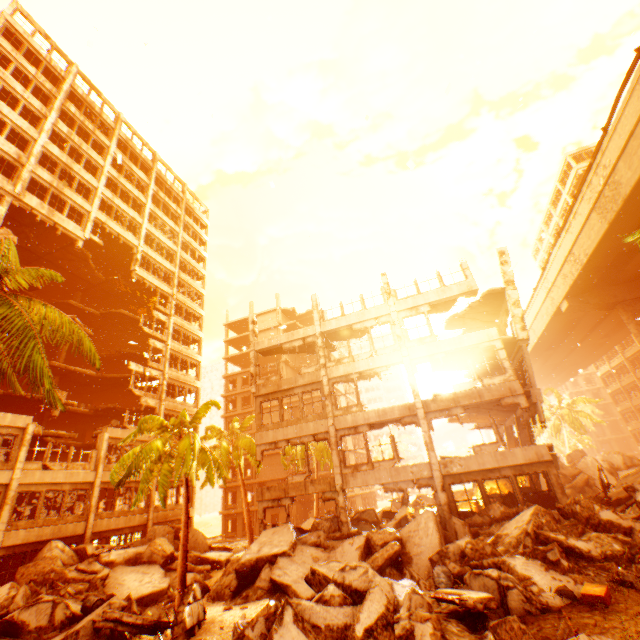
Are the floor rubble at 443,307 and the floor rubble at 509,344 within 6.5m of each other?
yes

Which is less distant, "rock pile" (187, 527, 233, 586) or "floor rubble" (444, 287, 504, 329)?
"rock pile" (187, 527, 233, 586)

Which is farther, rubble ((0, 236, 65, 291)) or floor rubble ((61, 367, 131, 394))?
floor rubble ((61, 367, 131, 394))

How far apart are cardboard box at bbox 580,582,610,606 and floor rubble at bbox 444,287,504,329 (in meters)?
13.66

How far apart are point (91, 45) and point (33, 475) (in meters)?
23.57

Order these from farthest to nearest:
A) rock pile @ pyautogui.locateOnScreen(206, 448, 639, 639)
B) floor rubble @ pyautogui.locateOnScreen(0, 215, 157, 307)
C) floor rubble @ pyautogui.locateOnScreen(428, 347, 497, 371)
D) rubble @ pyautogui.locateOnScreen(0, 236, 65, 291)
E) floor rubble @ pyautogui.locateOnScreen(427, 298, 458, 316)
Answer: floor rubble @ pyautogui.locateOnScreen(0, 215, 157, 307) → floor rubble @ pyautogui.locateOnScreen(427, 298, 458, 316) → floor rubble @ pyautogui.locateOnScreen(428, 347, 497, 371) → rubble @ pyautogui.locateOnScreen(0, 236, 65, 291) → rock pile @ pyautogui.locateOnScreen(206, 448, 639, 639)

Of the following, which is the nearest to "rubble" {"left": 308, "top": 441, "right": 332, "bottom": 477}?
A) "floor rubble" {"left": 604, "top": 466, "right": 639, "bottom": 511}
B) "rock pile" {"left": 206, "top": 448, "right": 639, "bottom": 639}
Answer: "rock pile" {"left": 206, "top": 448, "right": 639, "bottom": 639}

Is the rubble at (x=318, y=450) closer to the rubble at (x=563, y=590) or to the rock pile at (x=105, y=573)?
the rock pile at (x=105, y=573)
